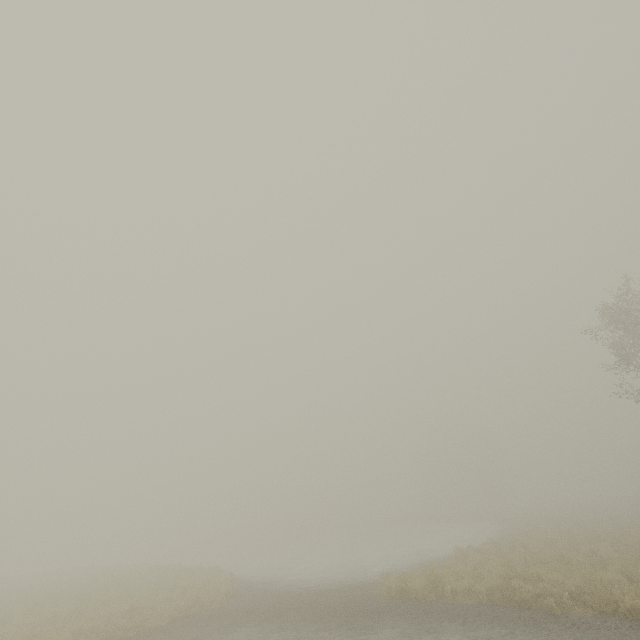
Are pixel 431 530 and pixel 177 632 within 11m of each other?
no
